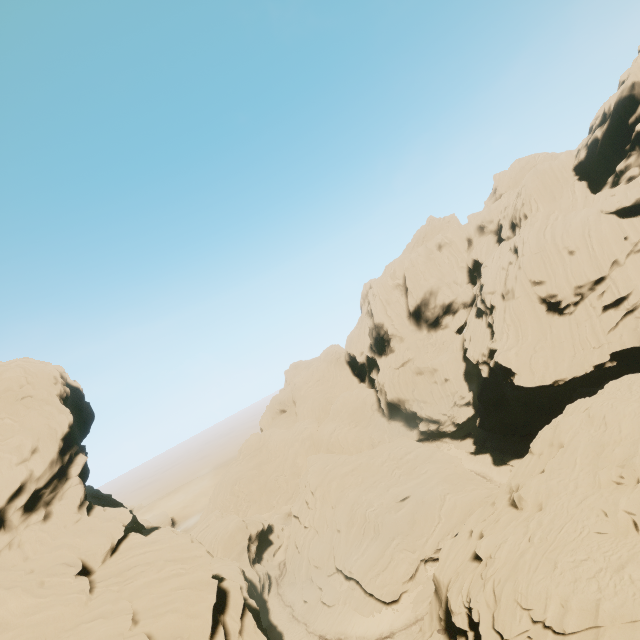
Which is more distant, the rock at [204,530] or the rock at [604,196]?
the rock at [204,530]

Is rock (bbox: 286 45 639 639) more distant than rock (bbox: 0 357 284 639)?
No

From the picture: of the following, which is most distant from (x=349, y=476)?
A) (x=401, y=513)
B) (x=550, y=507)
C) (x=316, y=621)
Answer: (x=550, y=507)
